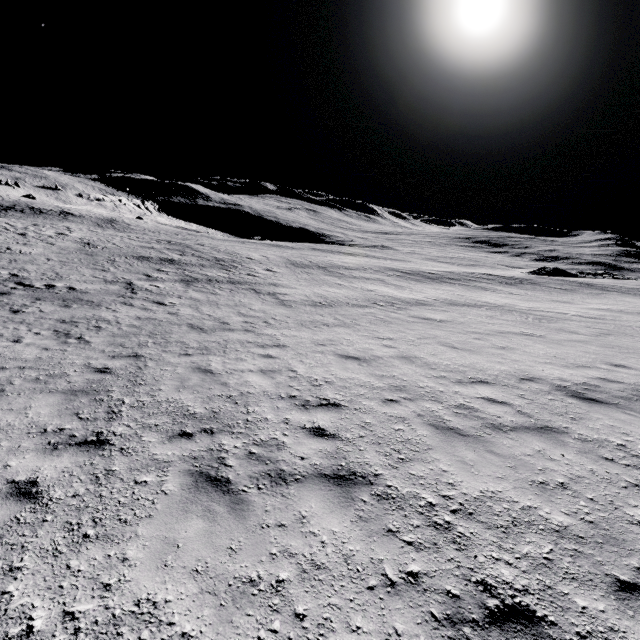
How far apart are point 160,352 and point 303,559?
7.57m
